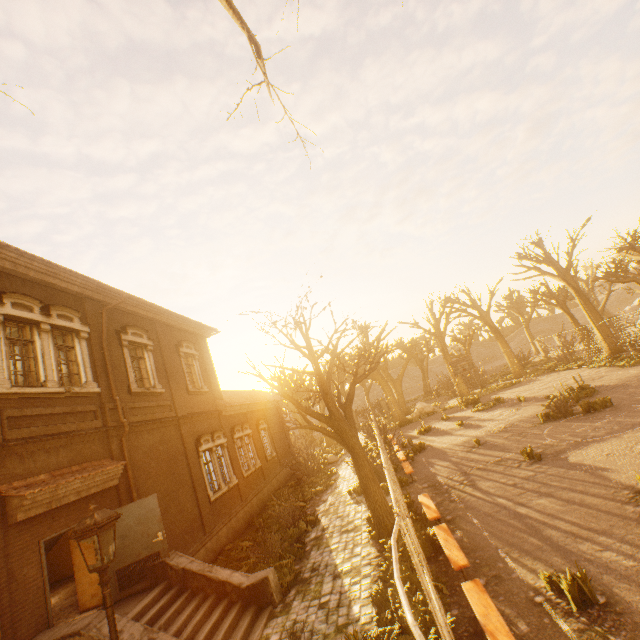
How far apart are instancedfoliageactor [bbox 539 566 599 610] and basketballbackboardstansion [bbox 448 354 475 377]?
20.8 meters

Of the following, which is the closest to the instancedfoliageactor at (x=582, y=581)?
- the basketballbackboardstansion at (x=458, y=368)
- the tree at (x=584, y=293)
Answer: the tree at (x=584, y=293)

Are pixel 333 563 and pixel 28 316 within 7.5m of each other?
no

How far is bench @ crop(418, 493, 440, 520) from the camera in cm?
880

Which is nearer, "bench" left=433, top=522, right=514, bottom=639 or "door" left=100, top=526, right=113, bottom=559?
"bench" left=433, top=522, right=514, bottom=639

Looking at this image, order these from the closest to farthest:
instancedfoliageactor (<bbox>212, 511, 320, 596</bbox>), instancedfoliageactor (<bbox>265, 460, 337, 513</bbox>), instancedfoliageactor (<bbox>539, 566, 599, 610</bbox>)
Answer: instancedfoliageactor (<bbox>539, 566, 599, 610</bbox>), instancedfoliageactor (<bbox>212, 511, 320, 596</bbox>), instancedfoliageactor (<bbox>265, 460, 337, 513</bbox>)

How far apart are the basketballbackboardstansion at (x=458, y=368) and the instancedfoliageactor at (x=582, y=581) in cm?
2077

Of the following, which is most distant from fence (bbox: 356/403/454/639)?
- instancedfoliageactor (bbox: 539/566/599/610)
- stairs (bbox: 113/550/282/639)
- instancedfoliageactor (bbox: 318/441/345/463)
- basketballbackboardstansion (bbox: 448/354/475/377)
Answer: basketballbackboardstansion (bbox: 448/354/475/377)
